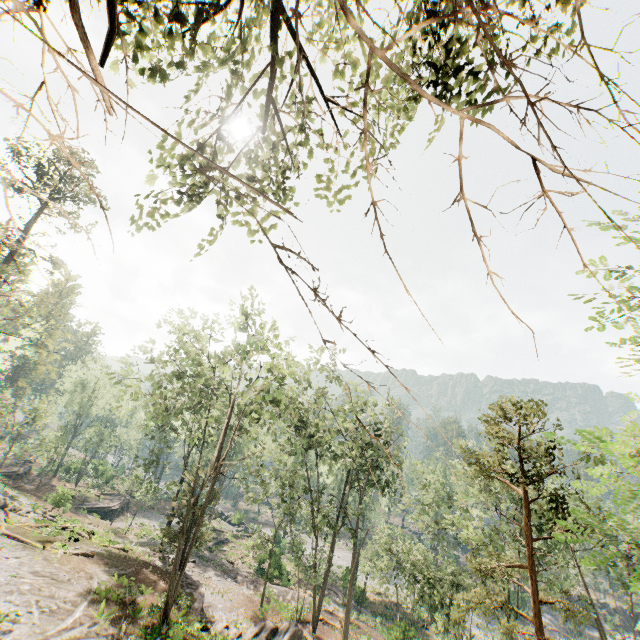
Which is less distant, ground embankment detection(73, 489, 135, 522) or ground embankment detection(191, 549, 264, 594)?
ground embankment detection(191, 549, 264, 594)

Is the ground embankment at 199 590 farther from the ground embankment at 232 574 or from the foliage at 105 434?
the ground embankment at 232 574

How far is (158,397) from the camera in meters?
18.1

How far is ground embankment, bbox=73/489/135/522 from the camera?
41.8 meters

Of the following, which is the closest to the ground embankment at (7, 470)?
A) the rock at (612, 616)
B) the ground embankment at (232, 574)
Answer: the ground embankment at (232, 574)

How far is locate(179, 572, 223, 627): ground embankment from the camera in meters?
20.7 m

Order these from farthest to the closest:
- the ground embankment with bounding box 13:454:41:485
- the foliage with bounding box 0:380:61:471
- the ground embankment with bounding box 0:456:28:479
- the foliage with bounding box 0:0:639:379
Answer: the ground embankment with bounding box 13:454:41:485 < the ground embankment with bounding box 0:456:28:479 < the foliage with bounding box 0:380:61:471 < the foliage with bounding box 0:0:639:379

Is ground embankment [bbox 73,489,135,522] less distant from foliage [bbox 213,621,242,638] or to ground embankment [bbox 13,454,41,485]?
foliage [bbox 213,621,242,638]
